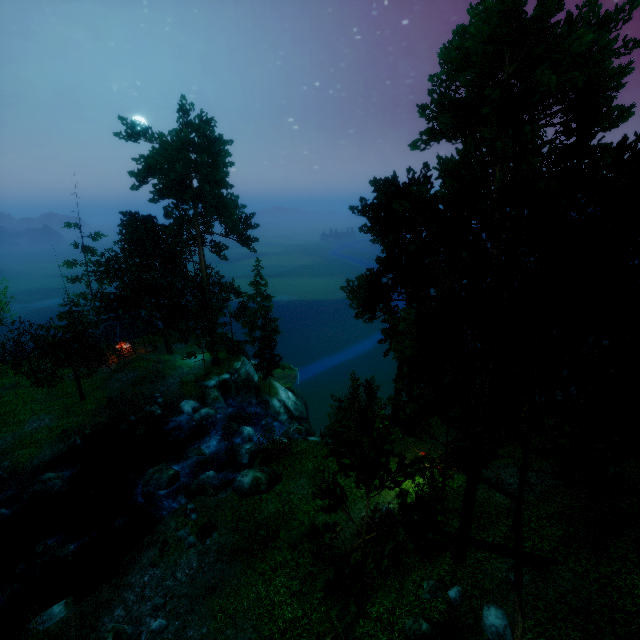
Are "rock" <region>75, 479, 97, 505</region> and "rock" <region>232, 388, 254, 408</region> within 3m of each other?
no

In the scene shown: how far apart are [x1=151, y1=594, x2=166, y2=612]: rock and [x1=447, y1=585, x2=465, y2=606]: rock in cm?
1172

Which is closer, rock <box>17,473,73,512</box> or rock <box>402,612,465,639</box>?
rock <box>402,612,465,639</box>

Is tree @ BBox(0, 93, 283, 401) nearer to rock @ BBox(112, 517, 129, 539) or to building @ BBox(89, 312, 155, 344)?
building @ BBox(89, 312, 155, 344)

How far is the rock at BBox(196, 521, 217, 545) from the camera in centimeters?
1600cm

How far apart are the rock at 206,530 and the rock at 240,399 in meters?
16.4

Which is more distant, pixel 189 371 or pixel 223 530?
pixel 189 371

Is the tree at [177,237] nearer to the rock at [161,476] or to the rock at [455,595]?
the rock at [455,595]
